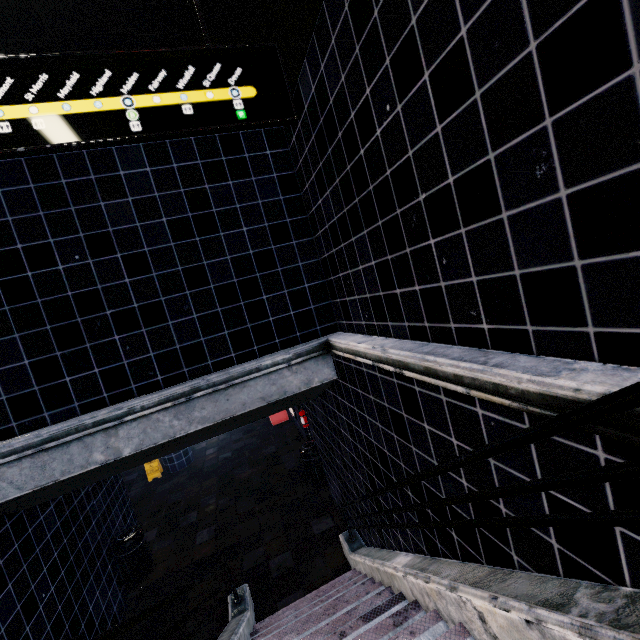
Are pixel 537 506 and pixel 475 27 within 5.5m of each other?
yes
